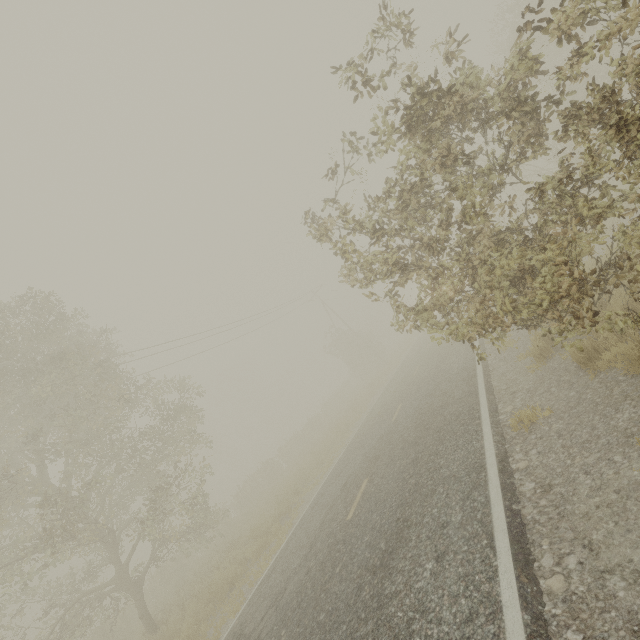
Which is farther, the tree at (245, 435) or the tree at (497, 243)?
the tree at (245, 435)

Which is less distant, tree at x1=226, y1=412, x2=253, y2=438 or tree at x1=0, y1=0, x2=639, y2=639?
tree at x1=0, y1=0, x2=639, y2=639

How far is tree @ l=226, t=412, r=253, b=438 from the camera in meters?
57.2 m

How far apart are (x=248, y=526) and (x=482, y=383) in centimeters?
1352cm

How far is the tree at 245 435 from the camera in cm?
5719
